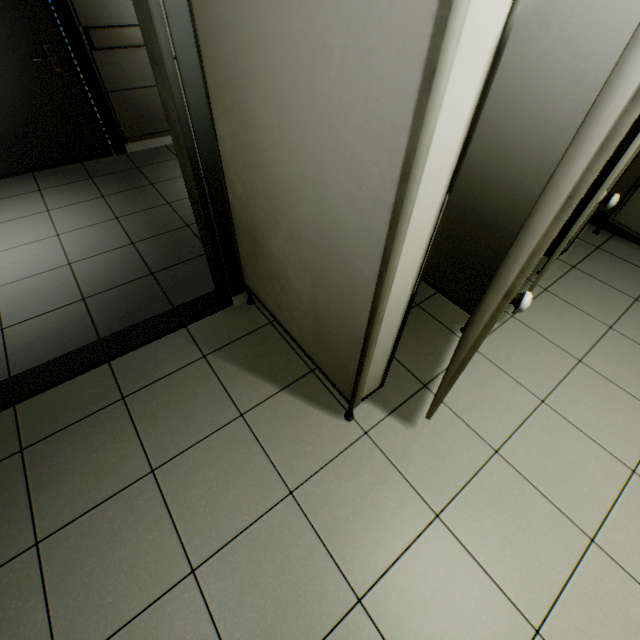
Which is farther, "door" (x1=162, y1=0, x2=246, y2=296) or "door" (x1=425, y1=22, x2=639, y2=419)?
"door" (x1=162, y1=0, x2=246, y2=296)

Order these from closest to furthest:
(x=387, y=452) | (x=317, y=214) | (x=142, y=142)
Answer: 1. (x=317, y=214)
2. (x=387, y=452)
3. (x=142, y=142)

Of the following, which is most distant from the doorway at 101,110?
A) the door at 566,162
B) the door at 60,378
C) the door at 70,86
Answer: the door at 566,162

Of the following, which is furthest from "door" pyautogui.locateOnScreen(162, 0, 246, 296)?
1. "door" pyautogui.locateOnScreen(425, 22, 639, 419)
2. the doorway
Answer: the doorway

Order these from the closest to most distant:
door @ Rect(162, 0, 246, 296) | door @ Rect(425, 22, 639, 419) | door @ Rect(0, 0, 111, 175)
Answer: door @ Rect(425, 22, 639, 419), door @ Rect(162, 0, 246, 296), door @ Rect(0, 0, 111, 175)

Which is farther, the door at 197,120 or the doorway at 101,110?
the doorway at 101,110

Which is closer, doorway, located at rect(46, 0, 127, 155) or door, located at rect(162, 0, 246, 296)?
door, located at rect(162, 0, 246, 296)
